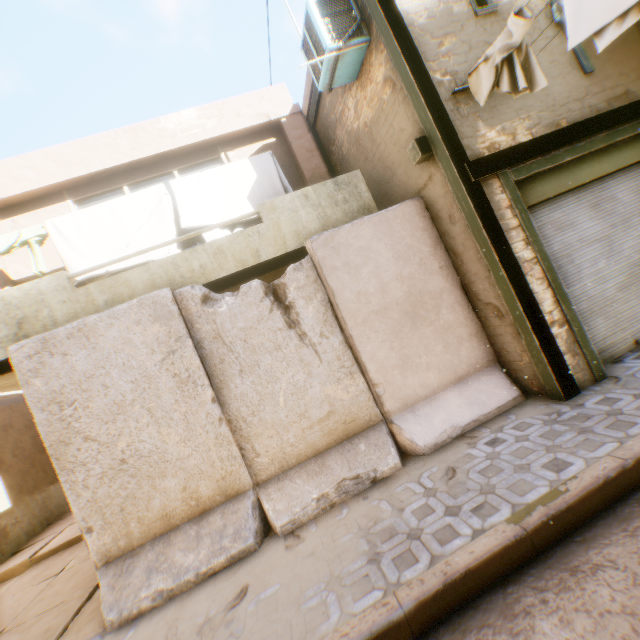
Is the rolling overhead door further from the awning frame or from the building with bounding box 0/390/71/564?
the awning frame

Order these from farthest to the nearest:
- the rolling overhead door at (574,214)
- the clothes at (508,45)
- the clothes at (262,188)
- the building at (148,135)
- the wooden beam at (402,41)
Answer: the building at (148,135) → the clothes at (262,188) → the rolling overhead door at (574,214) → the wooden beam at (402,41) → the clothes at (508,45)

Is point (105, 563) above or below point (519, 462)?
above

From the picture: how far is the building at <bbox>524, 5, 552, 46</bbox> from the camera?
4.67m

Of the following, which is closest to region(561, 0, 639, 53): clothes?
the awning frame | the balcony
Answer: the balcony

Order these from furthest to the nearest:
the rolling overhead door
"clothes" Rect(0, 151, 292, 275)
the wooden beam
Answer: "clothes" Rect(0, 151, 292, 275)
the rolling overhead door
the wooden beam

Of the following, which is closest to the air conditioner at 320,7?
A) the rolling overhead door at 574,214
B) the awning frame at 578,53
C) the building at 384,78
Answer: the building at 384,78
